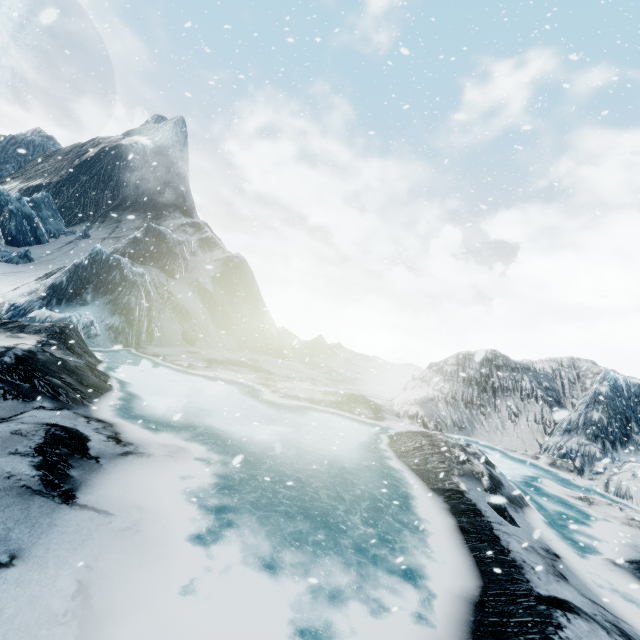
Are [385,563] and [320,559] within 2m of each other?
yes
